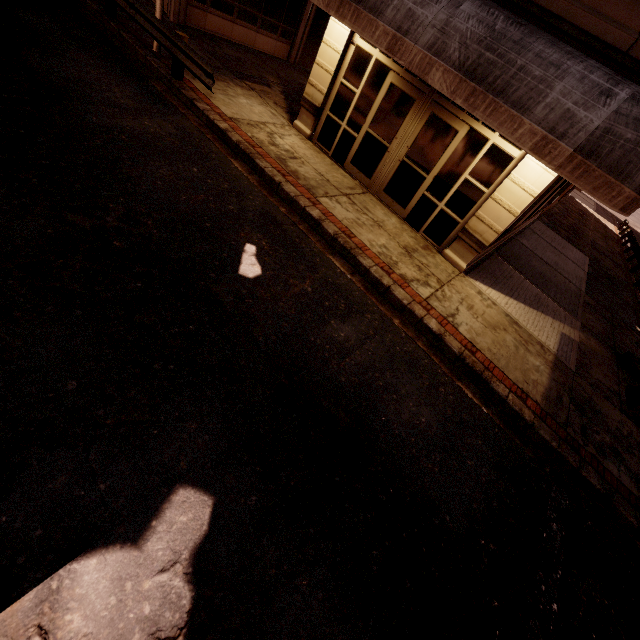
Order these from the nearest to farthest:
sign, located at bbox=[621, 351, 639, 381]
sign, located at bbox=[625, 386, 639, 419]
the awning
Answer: the awning < sign, located at bbox=[625, 386, 639, 419] < sign, located at bbox=[621, 351, 639, 381]

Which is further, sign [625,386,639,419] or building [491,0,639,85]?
sign [625,386,639,419]

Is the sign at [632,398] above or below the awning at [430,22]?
below

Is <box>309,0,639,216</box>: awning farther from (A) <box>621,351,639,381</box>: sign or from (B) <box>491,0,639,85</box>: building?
(A) <box>621,351,639,381</box>: sign

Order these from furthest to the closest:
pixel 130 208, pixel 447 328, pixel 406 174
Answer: pixel 406 174 → pixel 447 328 → pixel 130 208

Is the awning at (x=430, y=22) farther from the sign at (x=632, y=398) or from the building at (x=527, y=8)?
the sign at (x=632, y=398)
